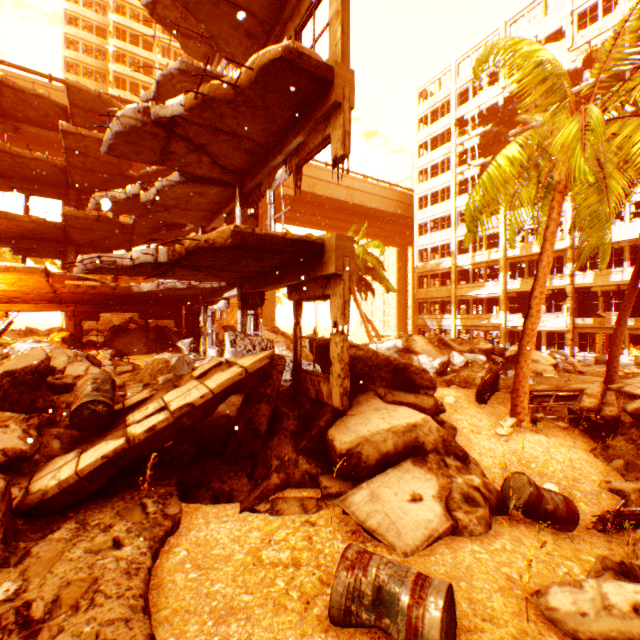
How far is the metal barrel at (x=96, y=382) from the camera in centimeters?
456cm

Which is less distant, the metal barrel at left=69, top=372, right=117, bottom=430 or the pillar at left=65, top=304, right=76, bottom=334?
the metal barrel at left=69, top=372, right=117, bottom=430

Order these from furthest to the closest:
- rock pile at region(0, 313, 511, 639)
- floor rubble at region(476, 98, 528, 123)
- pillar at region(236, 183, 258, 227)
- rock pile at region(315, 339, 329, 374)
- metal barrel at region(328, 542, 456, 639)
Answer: floor rubble at region(476, 98, 528, 123) → pillar at region(236, 183, 258, 227) → rock pile at region(315, 339, 329, 374) → rock pile at region(0, 313, 511, 639) → metal barrel at region(328, 542, 456, 639)

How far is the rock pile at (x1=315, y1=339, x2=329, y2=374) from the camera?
7.3m

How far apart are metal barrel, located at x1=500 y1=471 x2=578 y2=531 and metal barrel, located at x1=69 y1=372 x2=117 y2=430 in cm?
584

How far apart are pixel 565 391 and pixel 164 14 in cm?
1738

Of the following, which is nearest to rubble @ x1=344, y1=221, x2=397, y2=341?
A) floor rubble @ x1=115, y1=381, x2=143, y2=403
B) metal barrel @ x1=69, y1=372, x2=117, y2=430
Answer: metal barrel @ x1=69, y1=372, x2=117, y2=430

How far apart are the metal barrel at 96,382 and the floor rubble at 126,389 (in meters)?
1.15
